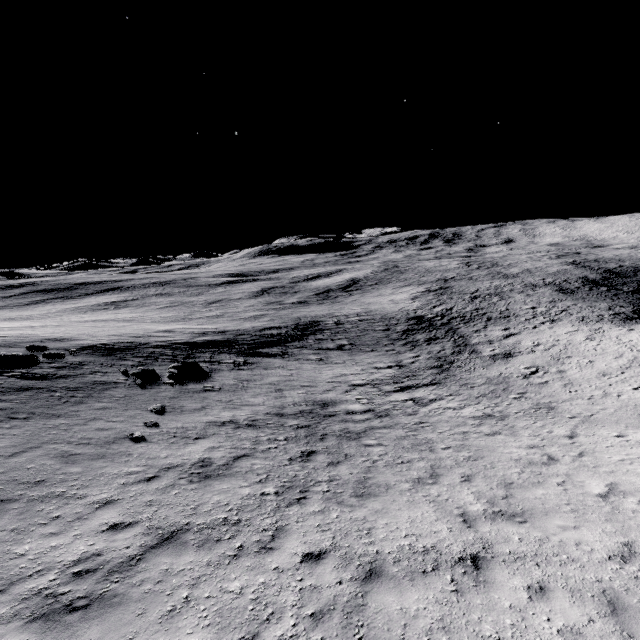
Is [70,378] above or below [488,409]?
above
